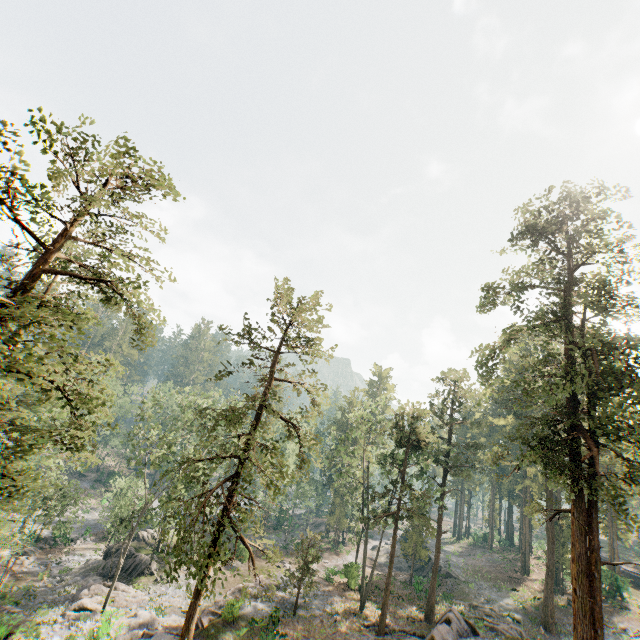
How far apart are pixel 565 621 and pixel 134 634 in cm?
4055

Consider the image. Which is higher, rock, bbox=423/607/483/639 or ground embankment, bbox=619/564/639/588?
ground embankment, bbox=619/564/639/588

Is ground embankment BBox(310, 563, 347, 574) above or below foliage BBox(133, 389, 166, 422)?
below

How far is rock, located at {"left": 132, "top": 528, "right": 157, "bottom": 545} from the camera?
38.84m

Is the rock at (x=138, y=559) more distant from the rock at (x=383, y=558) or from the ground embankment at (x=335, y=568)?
the rock at (x=383, y=558)

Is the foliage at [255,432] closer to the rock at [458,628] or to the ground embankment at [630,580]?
the rock at [458,628]

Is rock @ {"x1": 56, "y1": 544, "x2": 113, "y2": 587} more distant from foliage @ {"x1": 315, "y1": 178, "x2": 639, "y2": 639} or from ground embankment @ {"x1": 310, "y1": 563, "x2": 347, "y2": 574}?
ground embankment @ {"x1": 310, "y1": 563, "x2": 347, "y2": 574}

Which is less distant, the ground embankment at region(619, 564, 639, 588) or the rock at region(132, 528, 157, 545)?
the ground embankment at region(619, 564, 639, 588)
